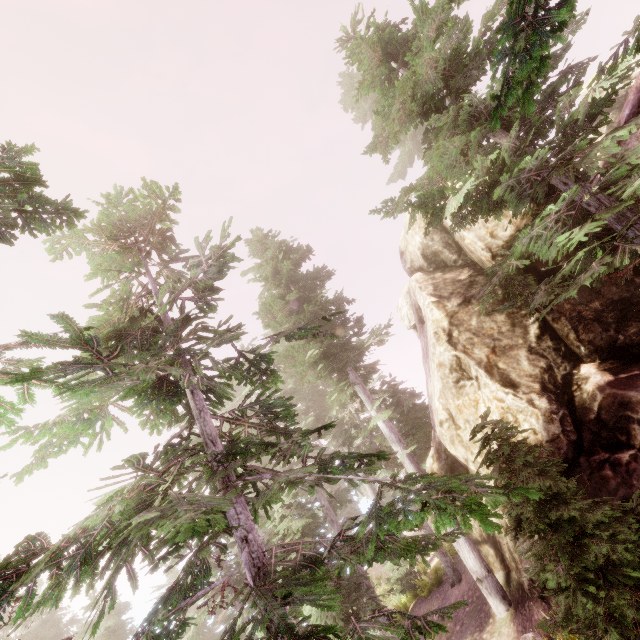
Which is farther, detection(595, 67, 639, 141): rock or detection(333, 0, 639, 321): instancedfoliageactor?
detection(595, 67, 639, 141): rock

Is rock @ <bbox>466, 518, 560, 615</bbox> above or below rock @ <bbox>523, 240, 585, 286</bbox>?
below

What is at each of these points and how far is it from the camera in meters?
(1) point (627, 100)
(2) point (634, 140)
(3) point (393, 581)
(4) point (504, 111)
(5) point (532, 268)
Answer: (1) rock, 9.4
(2) rock, 8.9
(3) instancedfoliageactor, 19.3
(4) instancedfoliageactor, 4.1
(5) rock, 10.3

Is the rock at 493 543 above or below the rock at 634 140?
below

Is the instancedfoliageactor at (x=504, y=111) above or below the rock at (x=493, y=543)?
above

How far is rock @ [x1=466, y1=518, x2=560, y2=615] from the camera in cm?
962

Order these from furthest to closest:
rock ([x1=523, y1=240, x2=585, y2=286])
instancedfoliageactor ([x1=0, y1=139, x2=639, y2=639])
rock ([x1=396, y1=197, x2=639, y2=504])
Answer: rock ([x1=523, y1=240, x2=585, y2=286])
rock ([x1=396, y1=197, x2=639, y2=504])
instancedfoliageactor ([x1=0, y1=139, x2=639, y2=639])
